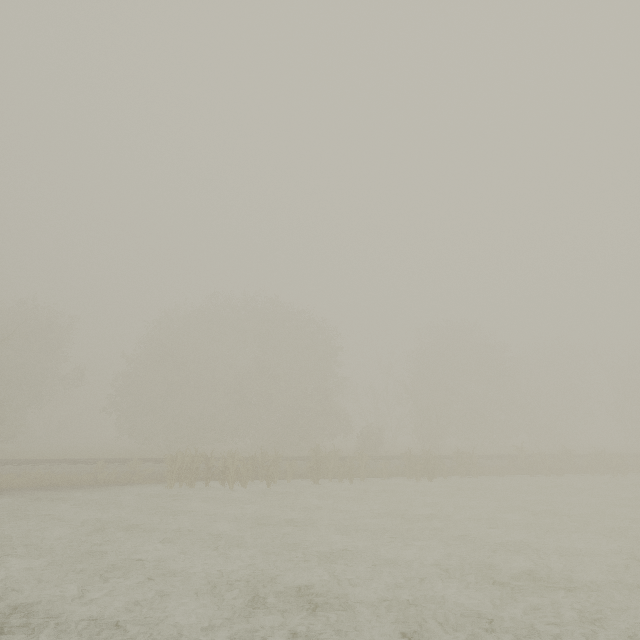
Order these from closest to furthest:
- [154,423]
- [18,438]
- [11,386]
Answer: [11,386] < [154,423] < [18,438]
